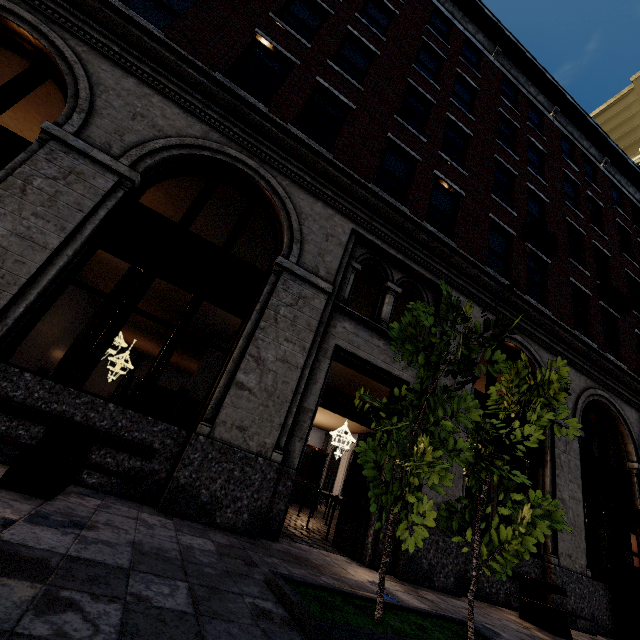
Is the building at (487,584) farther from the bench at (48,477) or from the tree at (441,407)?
the tree at (441,407)

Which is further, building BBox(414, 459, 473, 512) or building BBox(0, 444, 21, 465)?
building BBox(414, 459, 473, 512)

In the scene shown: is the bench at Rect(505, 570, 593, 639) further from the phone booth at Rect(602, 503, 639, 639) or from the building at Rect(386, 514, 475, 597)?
the phone booth at Rect(602, 503, 639, 639)

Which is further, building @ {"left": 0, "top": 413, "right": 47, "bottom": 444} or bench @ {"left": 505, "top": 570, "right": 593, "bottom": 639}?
bench @ {"left": 505, "top": 570, "right": 593, "bottom": 639}

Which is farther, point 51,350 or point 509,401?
point 51,350

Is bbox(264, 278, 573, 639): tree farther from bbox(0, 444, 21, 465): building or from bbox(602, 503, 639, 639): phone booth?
bbox(602, 503, 639, 639): phone booth

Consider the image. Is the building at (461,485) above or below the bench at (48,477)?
above

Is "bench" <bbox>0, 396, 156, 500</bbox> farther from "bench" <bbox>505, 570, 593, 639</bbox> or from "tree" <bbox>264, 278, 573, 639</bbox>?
"bench" <bbox>505, 570, 593, 639</bbox>
